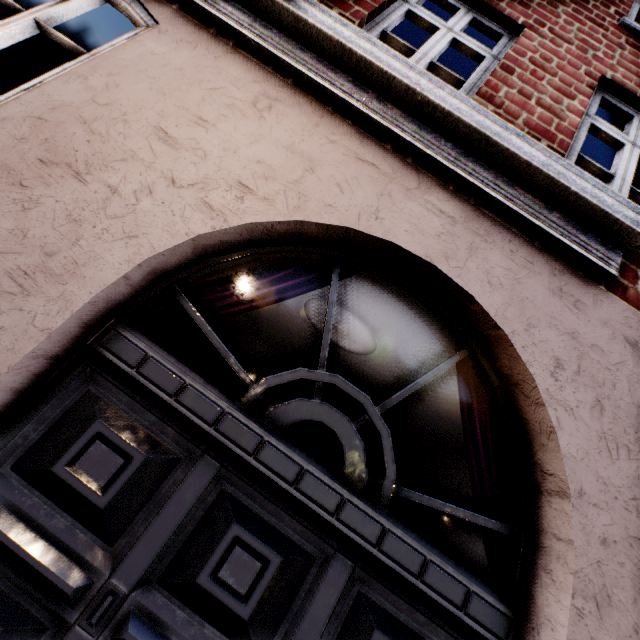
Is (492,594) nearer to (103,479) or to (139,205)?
(103,479)
